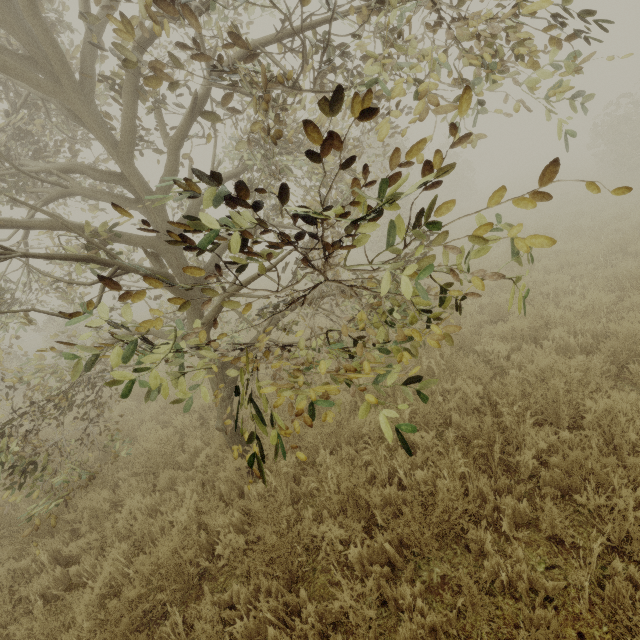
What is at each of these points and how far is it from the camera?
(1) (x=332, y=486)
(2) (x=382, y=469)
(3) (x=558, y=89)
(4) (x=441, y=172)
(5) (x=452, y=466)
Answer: (1) tree, 4.0m
(2) tree, 4.3m
(3) tree, 2.1m
(4) tree, 1.5m
(5) tree, 3.6m

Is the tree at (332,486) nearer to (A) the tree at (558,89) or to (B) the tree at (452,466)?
(A) the tree at (558,89)

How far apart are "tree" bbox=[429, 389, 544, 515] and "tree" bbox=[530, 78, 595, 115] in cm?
304

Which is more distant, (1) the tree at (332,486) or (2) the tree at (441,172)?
(1) the tree at (332,486)

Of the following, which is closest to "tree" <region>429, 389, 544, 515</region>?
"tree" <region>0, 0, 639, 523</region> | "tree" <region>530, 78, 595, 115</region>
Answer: "tree" <region>0, 0, 639, 523</region>

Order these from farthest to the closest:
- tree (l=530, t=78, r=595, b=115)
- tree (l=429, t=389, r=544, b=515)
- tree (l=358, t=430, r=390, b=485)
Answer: tree (l=358, t=430, r=390, b=485)
tree (l=429, t=389, r=544, b=515)
tree (l=530, t=78, r=595, b=115)
